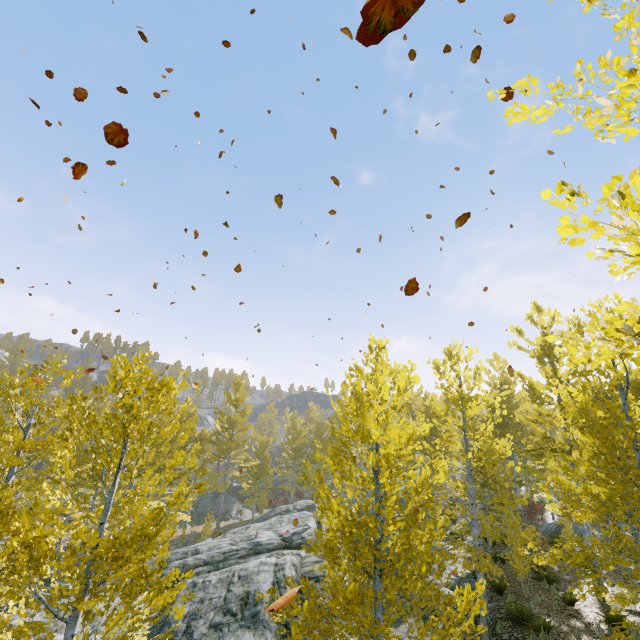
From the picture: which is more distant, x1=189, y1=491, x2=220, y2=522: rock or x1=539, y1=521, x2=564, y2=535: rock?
x1=189, y1=491, x2=220, y2=522: rock

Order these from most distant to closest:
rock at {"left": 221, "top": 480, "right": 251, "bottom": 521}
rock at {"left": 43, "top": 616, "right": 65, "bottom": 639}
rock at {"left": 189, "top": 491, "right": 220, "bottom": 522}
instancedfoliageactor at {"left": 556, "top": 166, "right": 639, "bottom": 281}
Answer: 1. rock at {"left": 221, "top": 480, "right": 251, "bottom": 521}
2. rock at {"left": 189, "top": 491, "right": 220, "bottom": 522}
3. rock at {"left": 43, "top": 616, "right": 65, "bottom": 639}
4. instancedfoliageactor at {"left": 556, "top": 166, "right": 639, "bottom": 281}

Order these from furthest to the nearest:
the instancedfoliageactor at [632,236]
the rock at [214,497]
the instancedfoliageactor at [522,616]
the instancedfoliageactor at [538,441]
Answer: the rock at [214,497], the instancedfoliageactor at [522,616], the instancedfoliageactor at [538,441], the instancedfoliageactor at [632,236]

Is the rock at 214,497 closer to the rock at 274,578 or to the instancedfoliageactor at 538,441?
the instancedfoliageactor at 538,441

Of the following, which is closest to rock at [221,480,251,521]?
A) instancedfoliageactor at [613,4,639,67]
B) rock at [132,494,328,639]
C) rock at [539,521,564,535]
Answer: instancedfoliageactor at [613,4,639,67]

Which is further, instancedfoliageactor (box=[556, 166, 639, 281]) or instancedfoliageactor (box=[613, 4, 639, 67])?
instancedfoliageactor (box=[613, 4, 639, 67])

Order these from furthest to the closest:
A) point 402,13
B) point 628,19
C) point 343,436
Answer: point 343,436
point 628,19
point 402,13
